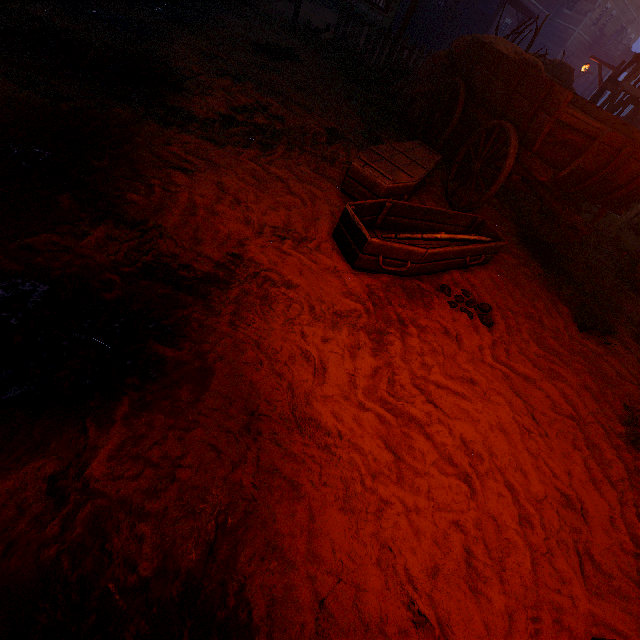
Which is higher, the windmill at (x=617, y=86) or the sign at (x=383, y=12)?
the windmill at (x=617, y=86)

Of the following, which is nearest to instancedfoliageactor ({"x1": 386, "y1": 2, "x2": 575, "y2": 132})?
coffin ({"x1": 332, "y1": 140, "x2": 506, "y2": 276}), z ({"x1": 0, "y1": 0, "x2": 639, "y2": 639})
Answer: z ({"x1": 0, "y1": 0, "x2": 639, "y2": 639})

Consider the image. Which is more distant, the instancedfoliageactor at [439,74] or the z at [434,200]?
the instancedfoliageactor at [439,74]

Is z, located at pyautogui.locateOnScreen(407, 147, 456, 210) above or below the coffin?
below

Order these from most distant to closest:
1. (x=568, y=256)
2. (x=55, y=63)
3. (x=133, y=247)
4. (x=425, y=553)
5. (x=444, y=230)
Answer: (x=568, y=256)
(x=444, y=230)
(x=55, y=63)
(x=133, y=247)
(x=425, y=553)

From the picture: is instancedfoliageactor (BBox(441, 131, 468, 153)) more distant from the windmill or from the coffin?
the windmill

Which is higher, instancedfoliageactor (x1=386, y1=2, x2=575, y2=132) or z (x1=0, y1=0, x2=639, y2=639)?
instancedfoliageactor (x1=386, y1=2, x2=575, y2=132)

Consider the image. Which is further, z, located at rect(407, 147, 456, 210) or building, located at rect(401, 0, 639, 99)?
building, located at rect(401, 0, 639, 99)
